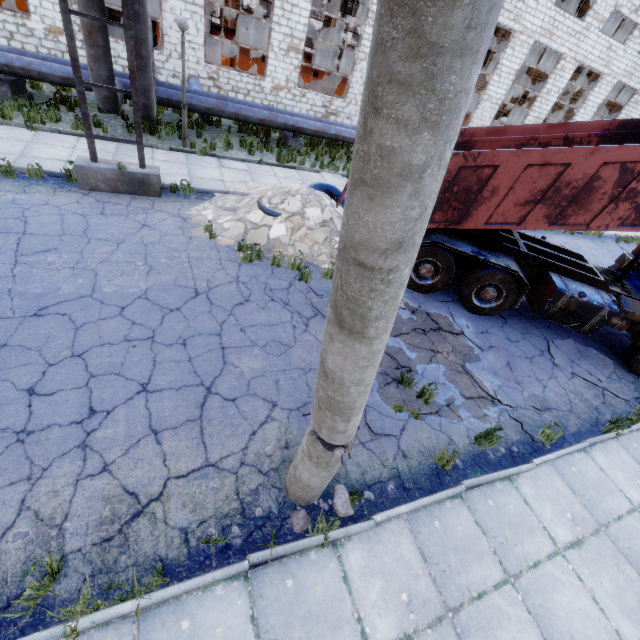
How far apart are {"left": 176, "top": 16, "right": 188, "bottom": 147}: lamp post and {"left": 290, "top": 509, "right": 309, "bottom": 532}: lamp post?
10.9m

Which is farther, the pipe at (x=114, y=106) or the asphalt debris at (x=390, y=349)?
the pipe at (x=114, y=106)

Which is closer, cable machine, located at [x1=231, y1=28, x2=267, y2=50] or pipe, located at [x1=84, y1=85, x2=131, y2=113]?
pipe, located at [x1=84, y1=85, x2=131, y2=113]

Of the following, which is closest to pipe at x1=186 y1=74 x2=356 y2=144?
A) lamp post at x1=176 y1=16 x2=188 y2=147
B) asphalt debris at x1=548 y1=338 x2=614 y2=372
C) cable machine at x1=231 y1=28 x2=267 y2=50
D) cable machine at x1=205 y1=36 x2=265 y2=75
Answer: lamp post at x1=176 y1=16 x2=188 y2=147

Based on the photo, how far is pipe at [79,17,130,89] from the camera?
7.96m

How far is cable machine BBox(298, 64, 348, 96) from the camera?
18.7 meters

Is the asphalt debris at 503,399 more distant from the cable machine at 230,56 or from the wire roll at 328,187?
the cable machine at 230,56

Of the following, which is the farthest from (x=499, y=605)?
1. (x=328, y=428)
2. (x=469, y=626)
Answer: (x=328, y=428)
